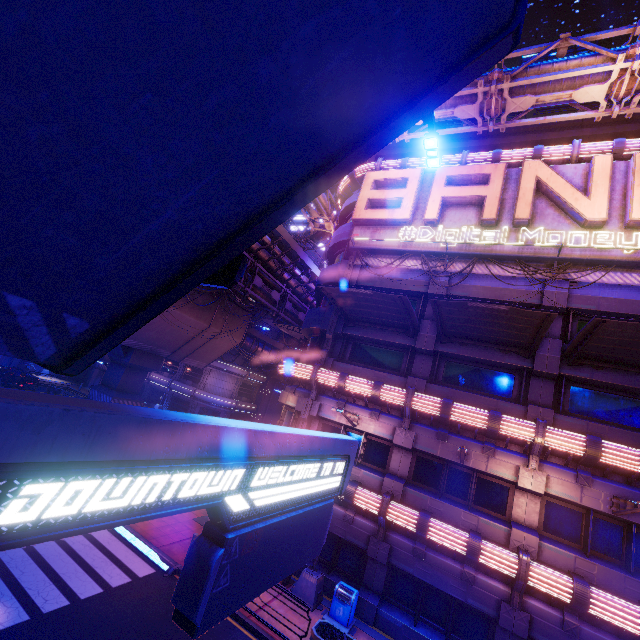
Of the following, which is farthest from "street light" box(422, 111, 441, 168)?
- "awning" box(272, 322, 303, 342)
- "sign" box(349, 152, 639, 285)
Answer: "awning" box(272, 322, 303, 342)

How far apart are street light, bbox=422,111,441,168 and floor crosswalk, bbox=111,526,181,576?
16.13m

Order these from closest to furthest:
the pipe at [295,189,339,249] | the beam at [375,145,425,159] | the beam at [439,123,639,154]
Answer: the beam at [439,123,639,154], the beam at [375,145,425,159], the pipe at [295,189,339,249]

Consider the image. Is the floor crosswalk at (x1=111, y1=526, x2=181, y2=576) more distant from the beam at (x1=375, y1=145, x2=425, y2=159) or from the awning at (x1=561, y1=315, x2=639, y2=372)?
the beam at (x1=375, y1=145, x2=425, y2=159)

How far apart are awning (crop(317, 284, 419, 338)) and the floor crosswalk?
12.6 meters

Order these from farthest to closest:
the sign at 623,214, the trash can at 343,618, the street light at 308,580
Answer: the sign at 623,214 < the street light at 308,580 < the trash can at 343,618

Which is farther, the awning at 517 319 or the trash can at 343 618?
the trash can at 343 618

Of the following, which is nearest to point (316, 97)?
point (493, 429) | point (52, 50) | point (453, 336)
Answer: point (52, 50)
